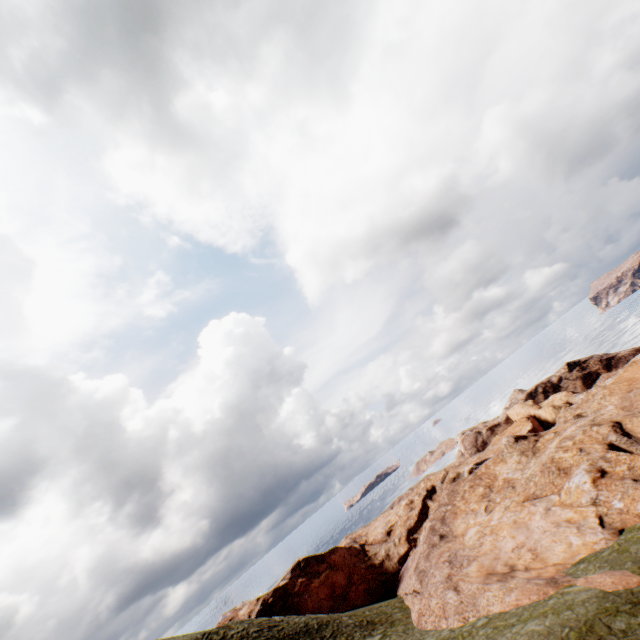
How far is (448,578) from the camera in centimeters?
2488cm
